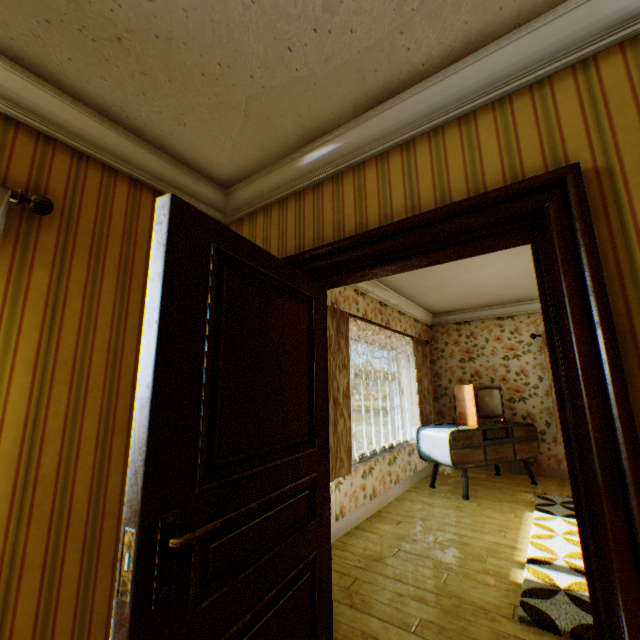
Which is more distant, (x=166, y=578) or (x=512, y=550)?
(x=512, y=550)

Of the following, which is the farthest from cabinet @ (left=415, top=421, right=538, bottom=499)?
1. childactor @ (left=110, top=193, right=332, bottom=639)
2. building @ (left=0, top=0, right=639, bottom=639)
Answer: childactor @ (left=110, top=193, right=332, bottom=639)

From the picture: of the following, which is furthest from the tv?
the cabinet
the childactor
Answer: the childactor

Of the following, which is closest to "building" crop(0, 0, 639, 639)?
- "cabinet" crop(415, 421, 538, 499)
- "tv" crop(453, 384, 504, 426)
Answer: "cabinet" crop(415, 421, 538, 499)

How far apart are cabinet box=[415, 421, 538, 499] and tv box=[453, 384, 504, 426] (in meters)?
0.07

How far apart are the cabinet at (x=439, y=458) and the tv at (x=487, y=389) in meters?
0.1

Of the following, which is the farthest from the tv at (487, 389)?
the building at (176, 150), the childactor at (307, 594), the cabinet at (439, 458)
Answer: the childactor at (307, 594)

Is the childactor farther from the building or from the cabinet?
the cabinet
